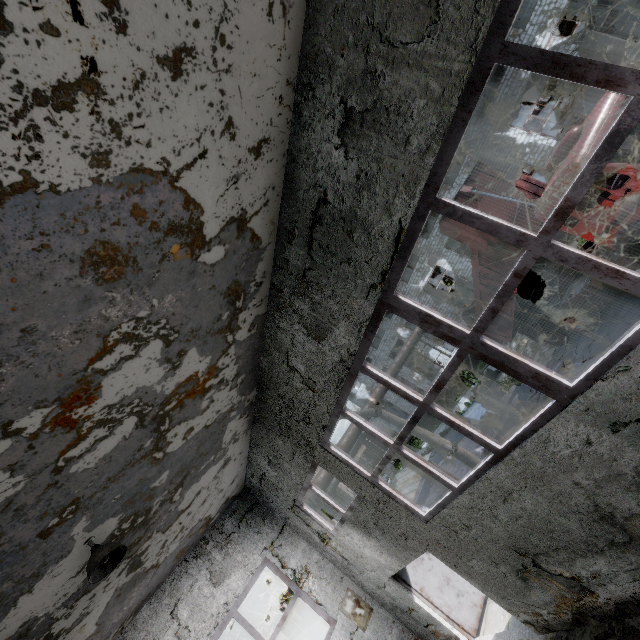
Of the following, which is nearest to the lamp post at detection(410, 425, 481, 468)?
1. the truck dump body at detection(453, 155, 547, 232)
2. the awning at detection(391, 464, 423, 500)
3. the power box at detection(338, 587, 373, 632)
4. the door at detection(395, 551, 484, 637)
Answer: the awning at detection(391, 464, 423, 500)

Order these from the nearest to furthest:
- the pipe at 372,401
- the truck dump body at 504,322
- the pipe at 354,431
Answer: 1. the truck dump body at 504,322
2. the pipe at 354,431
3. the pipe at 372,401

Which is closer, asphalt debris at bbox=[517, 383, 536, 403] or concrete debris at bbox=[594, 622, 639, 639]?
concrete debris at bbox=[594, 622, 639, 639]

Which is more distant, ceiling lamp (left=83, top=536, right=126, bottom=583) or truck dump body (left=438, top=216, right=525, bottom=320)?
truck dump body (left=438, top=216, right=525, bottom=320)

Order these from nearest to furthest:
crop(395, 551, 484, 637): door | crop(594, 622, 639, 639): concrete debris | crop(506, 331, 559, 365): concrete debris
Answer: crop(594, 622, 639, 639): concrete debris, crop(395, 551, 484, 637): door, crop(506, 331, 559, 365): concrete debris

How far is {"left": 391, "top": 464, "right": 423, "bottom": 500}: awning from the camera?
7.10m

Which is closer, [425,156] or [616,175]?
A: [425,156]

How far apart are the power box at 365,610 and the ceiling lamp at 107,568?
6.9m
